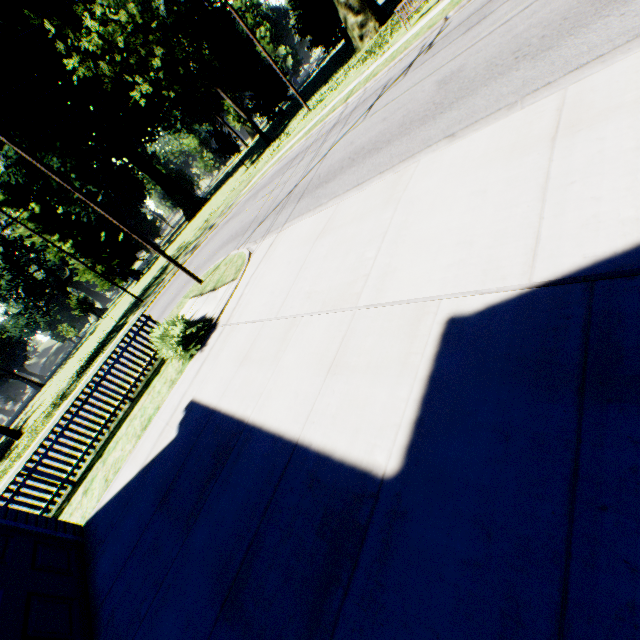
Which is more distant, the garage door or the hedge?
the hedge

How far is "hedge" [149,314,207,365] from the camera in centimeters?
814cm

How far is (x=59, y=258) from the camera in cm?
4781

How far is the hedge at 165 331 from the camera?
8.1m

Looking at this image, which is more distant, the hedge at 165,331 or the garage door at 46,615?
the hedge at 165,331
